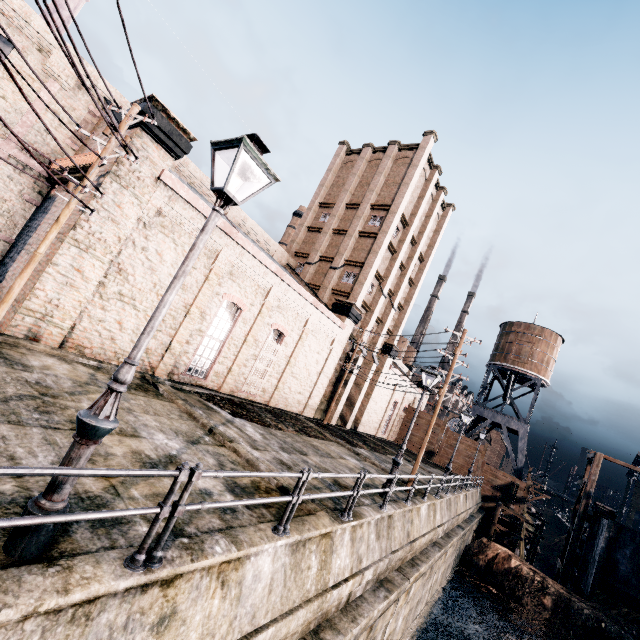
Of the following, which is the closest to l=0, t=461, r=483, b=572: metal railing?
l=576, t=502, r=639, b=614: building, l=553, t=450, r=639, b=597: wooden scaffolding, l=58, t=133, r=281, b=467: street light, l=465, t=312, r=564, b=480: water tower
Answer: l=58, t=133, r=281, b=467: street light

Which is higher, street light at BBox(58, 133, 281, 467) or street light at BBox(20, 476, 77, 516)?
street light at BBox(58, 133, 281, 467)

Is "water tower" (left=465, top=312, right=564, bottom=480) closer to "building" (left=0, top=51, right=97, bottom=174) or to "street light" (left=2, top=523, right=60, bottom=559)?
"building" (left=0, top=51, right=97, bottom=174)

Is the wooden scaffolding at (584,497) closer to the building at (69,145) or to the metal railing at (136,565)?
the building at (69,145)

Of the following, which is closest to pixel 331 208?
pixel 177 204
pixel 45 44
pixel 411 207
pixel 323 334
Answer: pixel 411 207

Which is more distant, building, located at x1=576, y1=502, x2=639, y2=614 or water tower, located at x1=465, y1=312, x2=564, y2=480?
water tower, located at x1=465, y1=312, x2=564, y2=480

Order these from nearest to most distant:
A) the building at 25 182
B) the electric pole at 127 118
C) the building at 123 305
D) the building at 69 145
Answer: the electric pole at 127 118 → the building at 123 305 → the building at 69 145 → the building at 25 182

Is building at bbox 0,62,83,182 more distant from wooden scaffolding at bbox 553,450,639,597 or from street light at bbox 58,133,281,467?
wooden scaffolding at bbox 553,450,639,597
